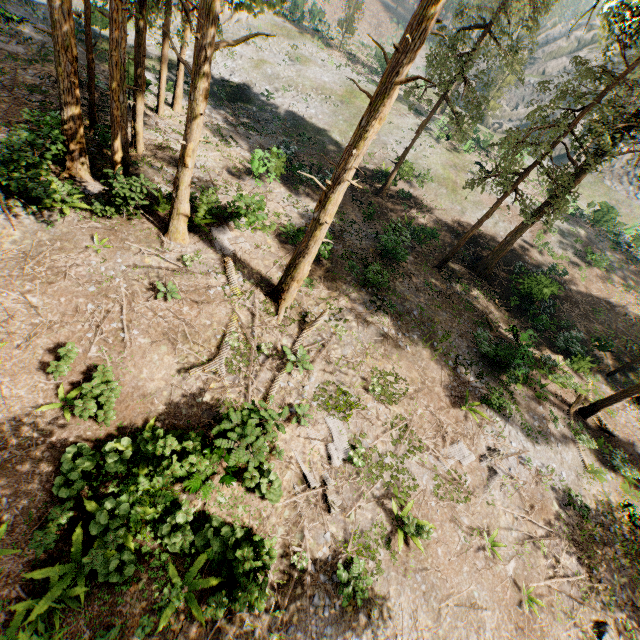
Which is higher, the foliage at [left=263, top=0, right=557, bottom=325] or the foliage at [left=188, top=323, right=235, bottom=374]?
the foliage at [left=263, top=0, right=557, bottom=325]

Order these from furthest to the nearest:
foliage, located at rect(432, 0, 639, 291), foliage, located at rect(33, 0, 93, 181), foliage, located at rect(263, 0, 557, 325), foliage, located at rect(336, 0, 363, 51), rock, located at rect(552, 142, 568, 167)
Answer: rock, located at rect(552, 142, 568, 167), foliage, located at rect(336, 0, 363, 51), foliage, located at rect(432, 0, 639, 291), foliage, located at rect(33, 0, 93, 181), foliage, located at rect(263, 0, 557, 325)

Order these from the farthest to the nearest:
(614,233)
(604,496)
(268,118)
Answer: (614,233) → (268,118) → (604,496)

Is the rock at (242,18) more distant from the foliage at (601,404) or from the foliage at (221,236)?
the foliage at (221,236)

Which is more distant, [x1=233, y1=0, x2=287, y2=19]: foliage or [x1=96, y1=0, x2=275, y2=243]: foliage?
[x1=96, y1=0, x2=275, y2=243]: foliage

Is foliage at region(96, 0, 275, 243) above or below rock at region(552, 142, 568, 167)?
below

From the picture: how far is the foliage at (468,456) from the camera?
14.12m

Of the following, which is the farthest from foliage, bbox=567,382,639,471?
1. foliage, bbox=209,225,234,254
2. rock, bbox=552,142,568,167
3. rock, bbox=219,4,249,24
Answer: rock, bbox=552,142,568,167
